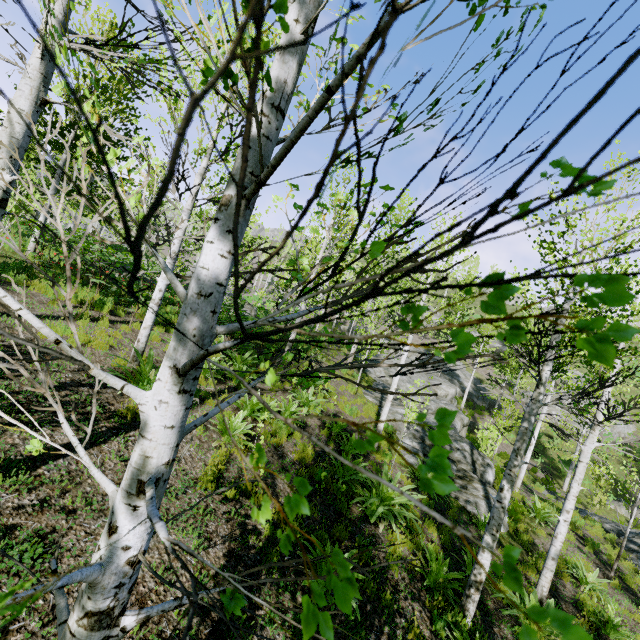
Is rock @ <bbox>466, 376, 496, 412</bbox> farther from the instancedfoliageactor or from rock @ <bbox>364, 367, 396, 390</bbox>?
rock @ <bbox>364, 367, 396, 390</bbox>

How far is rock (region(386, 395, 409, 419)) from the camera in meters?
14.7 m

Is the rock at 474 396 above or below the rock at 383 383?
above

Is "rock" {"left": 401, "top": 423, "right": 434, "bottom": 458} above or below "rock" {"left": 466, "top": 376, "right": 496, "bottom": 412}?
below

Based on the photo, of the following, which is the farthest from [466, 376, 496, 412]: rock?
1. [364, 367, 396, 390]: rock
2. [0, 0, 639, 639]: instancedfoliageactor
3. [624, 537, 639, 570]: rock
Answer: [624, 537, 639, 570]: rock

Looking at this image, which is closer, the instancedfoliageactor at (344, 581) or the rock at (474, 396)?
the instancedfoliageactor at (344, 581)

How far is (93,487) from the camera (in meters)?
3.99
